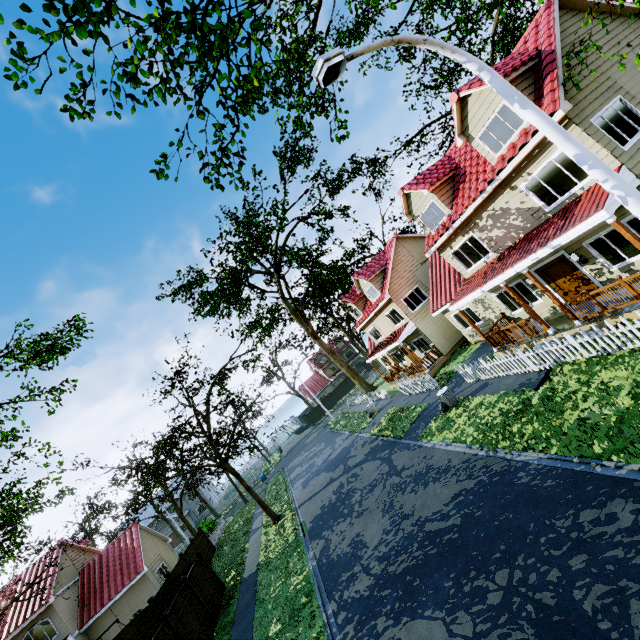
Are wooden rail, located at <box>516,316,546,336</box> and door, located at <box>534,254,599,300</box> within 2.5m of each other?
yes

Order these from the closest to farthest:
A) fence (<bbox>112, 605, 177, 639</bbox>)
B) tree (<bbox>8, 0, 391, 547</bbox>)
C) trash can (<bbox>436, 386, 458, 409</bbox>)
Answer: tree (<bbox>8, 0, 391, 547</bbox>)
fence (<bbox>112, 605, 177, 639</bbox>)
trash can (<bbox>436, 386, 458, 409</bbox>)

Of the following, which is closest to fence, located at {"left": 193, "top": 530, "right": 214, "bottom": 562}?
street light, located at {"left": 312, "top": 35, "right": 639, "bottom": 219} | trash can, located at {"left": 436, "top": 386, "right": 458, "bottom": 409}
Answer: trash can, located at {"left": 436, "top": 386, "right": 458, "bottom": 409}

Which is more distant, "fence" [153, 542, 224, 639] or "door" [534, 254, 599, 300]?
"fence" [153, 542, 224, 639]

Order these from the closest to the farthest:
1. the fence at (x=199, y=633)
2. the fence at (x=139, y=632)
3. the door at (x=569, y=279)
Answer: the fence at (x=139, y=632)
the door at (x=569, y=279)
the fence at (x=199, y=633)

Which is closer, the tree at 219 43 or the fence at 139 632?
the tree at 219 43

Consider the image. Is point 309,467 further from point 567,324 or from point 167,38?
point 167,38

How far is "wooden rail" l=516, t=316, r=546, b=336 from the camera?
13.0 meters
